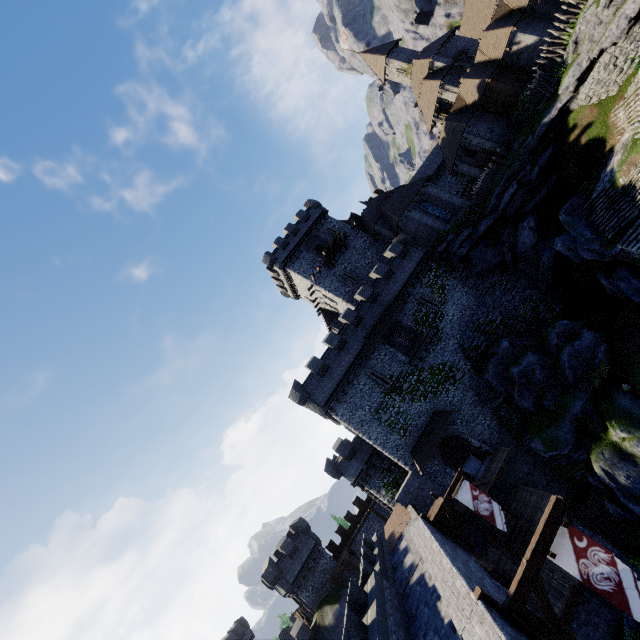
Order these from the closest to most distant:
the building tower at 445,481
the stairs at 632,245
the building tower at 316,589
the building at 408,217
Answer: the stairs at 632,245, the building tower at 445,481, the building tower at 316,589, the building at 408,217

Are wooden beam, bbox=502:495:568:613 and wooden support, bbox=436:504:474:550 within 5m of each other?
no

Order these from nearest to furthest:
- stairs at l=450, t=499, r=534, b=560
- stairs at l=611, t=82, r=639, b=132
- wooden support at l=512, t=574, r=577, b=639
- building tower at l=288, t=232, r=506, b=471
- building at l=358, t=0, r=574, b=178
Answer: wooden support at l=512, t=574, r=577, b=639 → stairs at l=450, t=499, r=534, b=560 → stairs at l=611, t=82, r=639, b=132 → building tower at l=288, t=232, r=506, b=471 → building at l=358, t=0, r=574, b=178

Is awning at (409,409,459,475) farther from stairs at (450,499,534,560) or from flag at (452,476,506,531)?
flag at (452,476,506,531)

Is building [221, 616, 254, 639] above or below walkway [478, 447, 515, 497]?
above

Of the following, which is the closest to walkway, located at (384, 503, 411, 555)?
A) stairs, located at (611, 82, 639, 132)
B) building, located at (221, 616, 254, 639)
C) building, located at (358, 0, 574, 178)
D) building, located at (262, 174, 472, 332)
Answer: building, located at (262, 174, 472, 332)

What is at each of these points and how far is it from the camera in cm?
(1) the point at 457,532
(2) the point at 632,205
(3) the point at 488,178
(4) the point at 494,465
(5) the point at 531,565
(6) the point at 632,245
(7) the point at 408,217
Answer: (1) wooden support, 1694
(2) stairs, 2112
(3) wooden spike, 3425
(4) walkway, 2517
(5) wooden beam, 838
(6) stairs, 1975
(7) building, 3612

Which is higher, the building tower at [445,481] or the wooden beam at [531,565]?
the wooden beam at [531,565]
